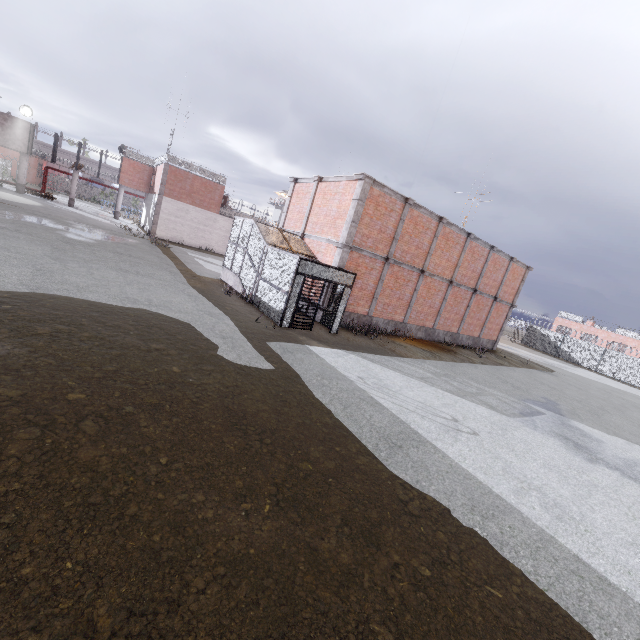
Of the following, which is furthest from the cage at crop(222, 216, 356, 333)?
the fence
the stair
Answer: the fence

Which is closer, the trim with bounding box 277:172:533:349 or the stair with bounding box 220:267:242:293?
the trim with bounding box 277:172:533:349

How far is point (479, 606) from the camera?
3.59m

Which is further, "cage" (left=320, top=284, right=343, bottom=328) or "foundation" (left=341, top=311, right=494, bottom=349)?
"foundation" (left=341, top=311, right=494, bottom=349)

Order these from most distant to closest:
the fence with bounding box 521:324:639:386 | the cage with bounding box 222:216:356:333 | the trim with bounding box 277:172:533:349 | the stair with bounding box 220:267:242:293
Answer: the fence with bounding box 521:324:639:386 < the stair with bounding box 220:267:242:293 < the trim with bounding box 277:172:533:349 < the cage with bounding box 222:216:356:333

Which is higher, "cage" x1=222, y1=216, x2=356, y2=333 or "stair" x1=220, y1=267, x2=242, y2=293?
"cage" x1=222, y1=216, x2=356, y2=333

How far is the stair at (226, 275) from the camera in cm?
1692

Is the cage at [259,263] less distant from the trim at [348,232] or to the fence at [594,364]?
the trim at [348,232]
